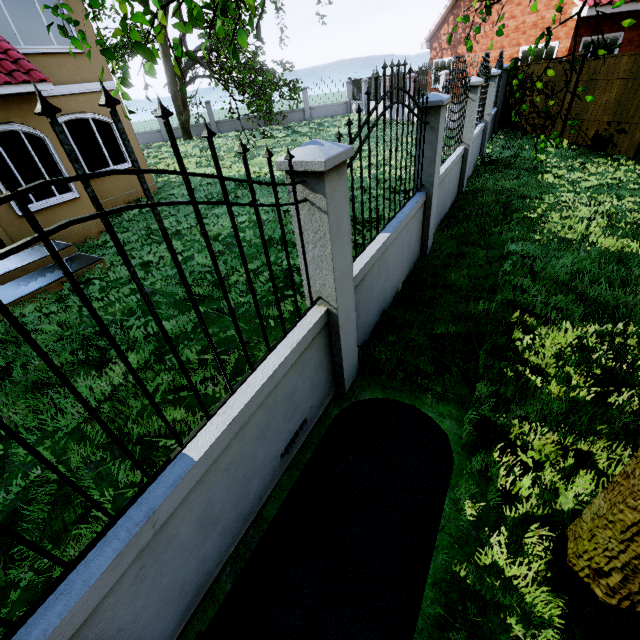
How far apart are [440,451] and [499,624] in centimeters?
122cm

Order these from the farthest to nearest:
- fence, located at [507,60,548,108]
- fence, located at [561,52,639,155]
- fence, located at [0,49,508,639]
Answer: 1. fence, located at [507,60,548,108]
2. fence, located at [561,52,639,155]
3. fence, located at [0,49,508,639]

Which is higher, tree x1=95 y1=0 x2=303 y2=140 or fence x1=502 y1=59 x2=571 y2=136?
tree x1=95 y1=0 x2=303 y2=140

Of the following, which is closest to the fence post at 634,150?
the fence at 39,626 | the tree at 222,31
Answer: the fence at 39,626

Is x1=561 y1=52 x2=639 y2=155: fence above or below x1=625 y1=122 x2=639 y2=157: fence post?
above

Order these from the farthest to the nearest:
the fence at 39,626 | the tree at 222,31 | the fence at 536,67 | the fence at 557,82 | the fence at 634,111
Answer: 1. the fence at 536,67
2. the fence at 557,82
3. the fence at 634,111
4. the tree at 222,31
5. the fence at 39,626

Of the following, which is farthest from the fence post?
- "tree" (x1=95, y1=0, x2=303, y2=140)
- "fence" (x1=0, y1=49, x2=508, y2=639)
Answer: "tree" (x1=95, y1=0, x2=303, y2=140)
